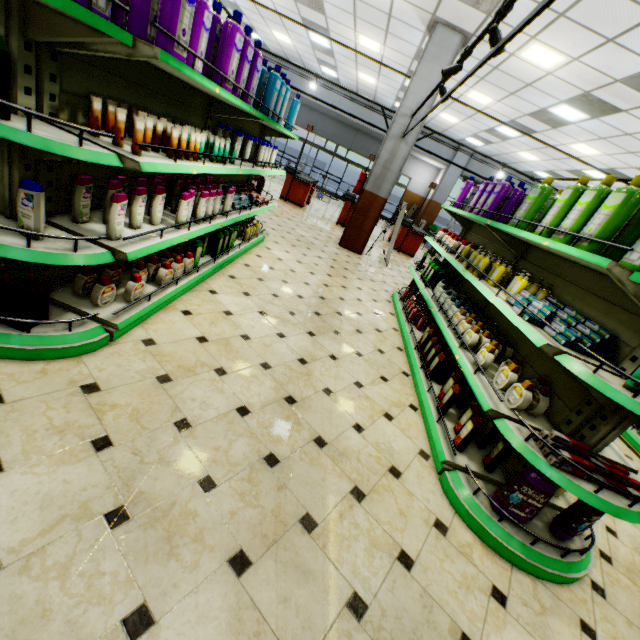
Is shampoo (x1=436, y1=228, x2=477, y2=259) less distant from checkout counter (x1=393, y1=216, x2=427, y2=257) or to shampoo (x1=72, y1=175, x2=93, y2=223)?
shampoo (x1=72, y1=175, x2=93, y2=223)

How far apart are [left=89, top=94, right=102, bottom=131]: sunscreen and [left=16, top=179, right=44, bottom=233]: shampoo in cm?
56

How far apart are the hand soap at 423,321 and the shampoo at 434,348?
0.9 meters

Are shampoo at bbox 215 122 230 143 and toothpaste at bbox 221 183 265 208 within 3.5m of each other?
yes

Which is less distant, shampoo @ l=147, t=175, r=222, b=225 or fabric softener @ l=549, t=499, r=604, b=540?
fabric softener @ l=549, t=499, r=604, b=540

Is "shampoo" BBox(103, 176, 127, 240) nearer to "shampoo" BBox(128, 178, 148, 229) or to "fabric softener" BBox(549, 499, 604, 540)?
"shampoo" BBox(128, 178, 148, 229)

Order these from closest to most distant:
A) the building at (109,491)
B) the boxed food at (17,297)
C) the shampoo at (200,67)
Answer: the building at (109,491), the boxed food at (17,297), the shampoo at (200,67)

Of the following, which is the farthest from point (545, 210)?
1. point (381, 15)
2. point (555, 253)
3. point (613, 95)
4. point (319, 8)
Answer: point (319, 8)
